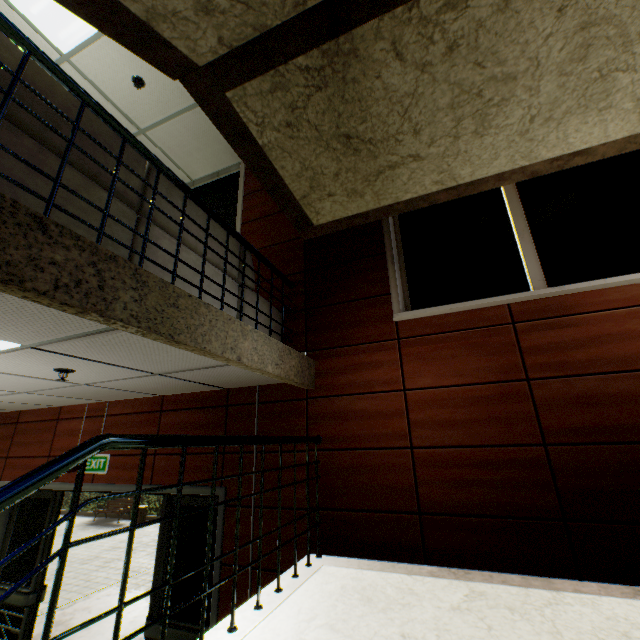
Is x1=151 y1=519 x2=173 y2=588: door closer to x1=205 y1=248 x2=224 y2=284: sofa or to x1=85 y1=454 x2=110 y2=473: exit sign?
x1=85 y1=454 x2=110 y2=473: exit sign

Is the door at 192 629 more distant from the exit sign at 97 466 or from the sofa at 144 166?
the sofa at 144 166

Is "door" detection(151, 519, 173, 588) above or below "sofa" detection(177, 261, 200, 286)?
below

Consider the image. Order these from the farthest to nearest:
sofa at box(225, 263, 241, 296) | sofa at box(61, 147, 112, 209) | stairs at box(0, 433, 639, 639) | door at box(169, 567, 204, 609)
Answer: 1. door at box(169, 567, 204, 609)
2. sofa at box(225, 263, 241, 296)
3. sofa at box(61, 147, 112, 209)
4. stairs at box(0, 433, 639, 639)

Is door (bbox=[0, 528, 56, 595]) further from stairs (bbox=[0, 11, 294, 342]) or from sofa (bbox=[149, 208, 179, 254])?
sofa (bbox=[149, 208, 179, 254])

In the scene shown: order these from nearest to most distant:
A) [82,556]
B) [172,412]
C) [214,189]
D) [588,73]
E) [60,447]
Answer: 1. [588,73]
2. [172,412]
3. [60,447]
4. [214,189]
5. [82,556]

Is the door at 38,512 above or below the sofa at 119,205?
below
